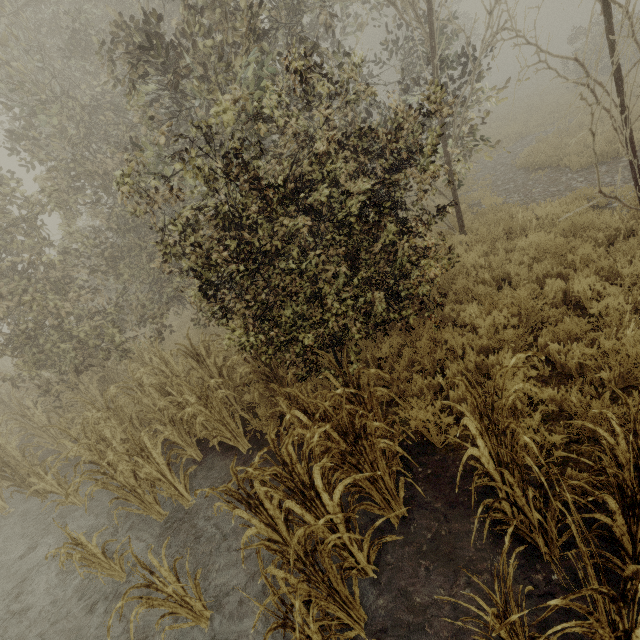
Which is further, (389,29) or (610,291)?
(389,29)
